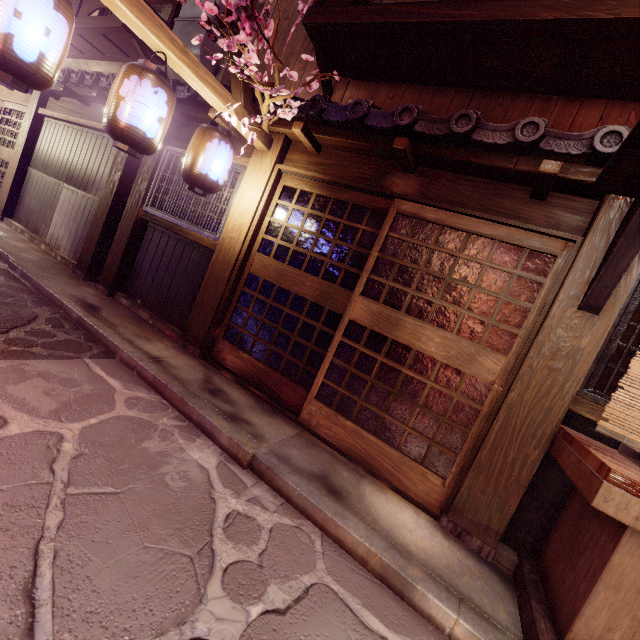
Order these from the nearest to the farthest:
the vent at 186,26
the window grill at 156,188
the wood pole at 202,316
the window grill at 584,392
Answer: the window grill at 584,392 → the wood pole at 202,316 → the window grill at 156,188 → the vent at 186,26

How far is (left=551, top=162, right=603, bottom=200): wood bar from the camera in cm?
480

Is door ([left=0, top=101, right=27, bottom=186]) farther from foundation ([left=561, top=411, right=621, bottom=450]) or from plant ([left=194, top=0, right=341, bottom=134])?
foundation ([left=561, top=411, right=621, bottom=450])

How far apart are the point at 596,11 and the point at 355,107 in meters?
4.1 m

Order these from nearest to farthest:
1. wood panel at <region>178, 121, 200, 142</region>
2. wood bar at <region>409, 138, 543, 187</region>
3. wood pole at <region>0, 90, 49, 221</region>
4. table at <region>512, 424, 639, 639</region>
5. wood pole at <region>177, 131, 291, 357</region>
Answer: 1. table at <region>512, 424, 639, 639</region>
2. wood bar at <region>409, 138, 543, 187</region>
3. wood pole at <region>177, 131, 291, 357</region>
4. wood panel at <region>178, 121, 200, 142</region>
5. wood pole at <region>0, 90, 49, 221</region>

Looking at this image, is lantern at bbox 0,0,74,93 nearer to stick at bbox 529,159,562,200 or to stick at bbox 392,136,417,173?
stick at bbox 392,136,417,173

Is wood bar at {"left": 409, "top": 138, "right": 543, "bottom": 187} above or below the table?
above

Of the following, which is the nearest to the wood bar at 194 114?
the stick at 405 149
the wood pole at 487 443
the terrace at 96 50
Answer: the stick at 405 149
